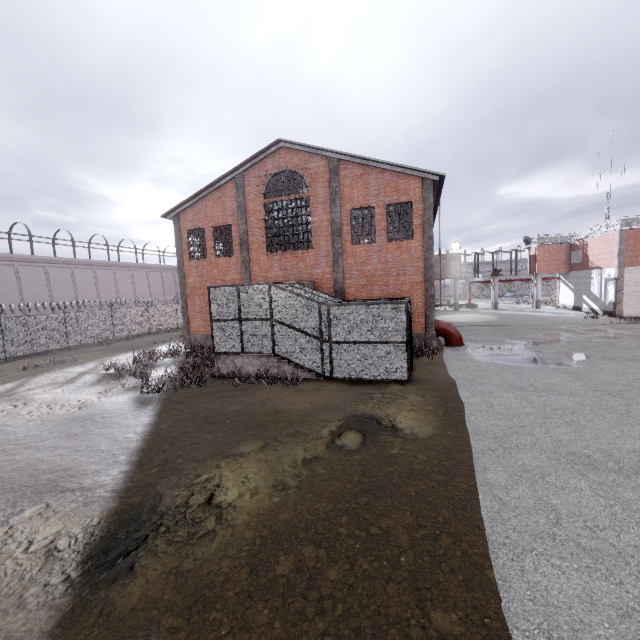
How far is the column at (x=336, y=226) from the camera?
17.9m

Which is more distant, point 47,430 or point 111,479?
point 47,430

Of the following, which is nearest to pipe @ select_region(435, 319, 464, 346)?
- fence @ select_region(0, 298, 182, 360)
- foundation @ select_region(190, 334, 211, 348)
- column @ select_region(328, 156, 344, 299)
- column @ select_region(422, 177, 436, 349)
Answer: column @ select_region(422, 177, 436, 349)

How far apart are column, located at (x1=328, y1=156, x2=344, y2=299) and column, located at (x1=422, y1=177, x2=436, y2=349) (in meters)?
4.27

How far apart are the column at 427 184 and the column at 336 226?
4.27m

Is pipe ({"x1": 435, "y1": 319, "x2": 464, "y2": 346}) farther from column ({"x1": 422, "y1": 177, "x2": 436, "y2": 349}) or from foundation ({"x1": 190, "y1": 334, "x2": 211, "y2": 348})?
foundation ({"x1": 190, "y1": 334, "x2": 211, "y2": 348})

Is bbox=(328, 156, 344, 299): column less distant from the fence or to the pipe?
the pipe

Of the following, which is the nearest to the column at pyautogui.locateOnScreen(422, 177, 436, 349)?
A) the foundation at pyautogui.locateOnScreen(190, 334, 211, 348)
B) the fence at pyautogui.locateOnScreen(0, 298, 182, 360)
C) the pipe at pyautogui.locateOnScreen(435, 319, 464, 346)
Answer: the pipe at pyautogui.locateOnScreen(435, 319, 464, 346)
